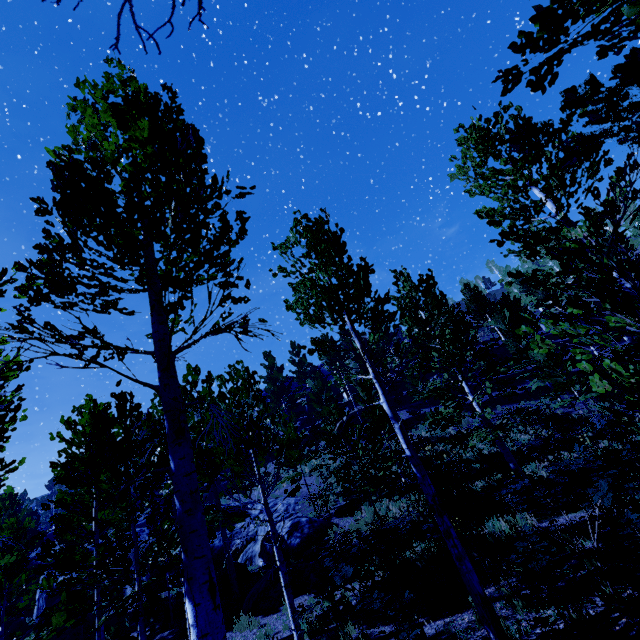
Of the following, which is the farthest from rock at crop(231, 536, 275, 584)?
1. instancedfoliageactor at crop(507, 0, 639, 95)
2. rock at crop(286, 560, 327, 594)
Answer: rock at crop(286, 560, 327, 594)

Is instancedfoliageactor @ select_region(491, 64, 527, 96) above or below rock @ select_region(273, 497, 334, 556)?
above

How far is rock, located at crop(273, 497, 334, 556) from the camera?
15.86m

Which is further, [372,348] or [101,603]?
[101,603]

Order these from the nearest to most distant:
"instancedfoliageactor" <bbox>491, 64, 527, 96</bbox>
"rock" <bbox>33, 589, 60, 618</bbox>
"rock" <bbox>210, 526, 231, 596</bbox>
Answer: "instancedfoliageactor" <bbox>491, 64, 527, 96</bbox> → "rock" <bbox>210, 526, 231, 596</bbox> → "rock" <bbox>33, 589, 60, 618</bbox>

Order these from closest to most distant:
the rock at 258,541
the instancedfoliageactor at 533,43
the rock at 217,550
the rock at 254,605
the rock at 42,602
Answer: the instancedfoliageactor at 533,43, the rock at 254,605, the rock at 217,550, the rock at 258,541, the rock at 42,602

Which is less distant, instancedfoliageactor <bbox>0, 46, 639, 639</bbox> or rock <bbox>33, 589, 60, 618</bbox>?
instancedfoliageactor <bbox>0, 46, 639, 639</bbox>

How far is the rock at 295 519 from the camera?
15.9 meters
